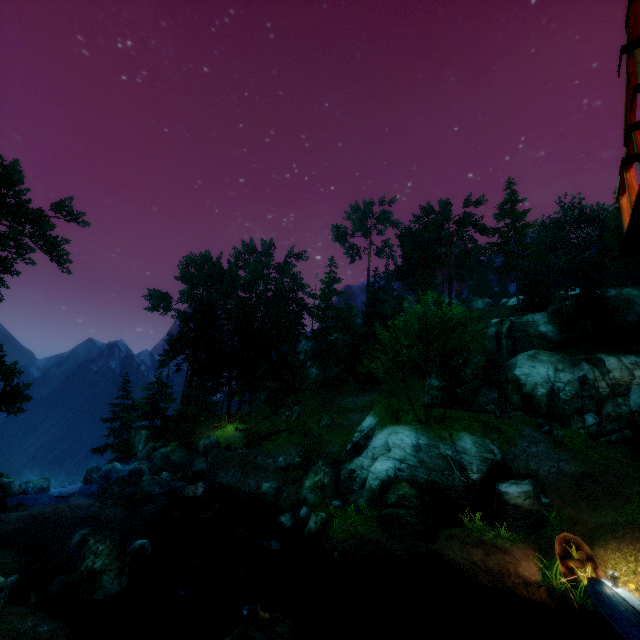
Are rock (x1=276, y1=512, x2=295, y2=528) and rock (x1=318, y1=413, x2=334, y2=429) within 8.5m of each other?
no

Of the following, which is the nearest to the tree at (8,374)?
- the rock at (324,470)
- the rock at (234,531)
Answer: the rock at (324,470)

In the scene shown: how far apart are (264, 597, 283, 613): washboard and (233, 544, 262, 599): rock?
4.6m

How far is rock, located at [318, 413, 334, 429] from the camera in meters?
34.2 m

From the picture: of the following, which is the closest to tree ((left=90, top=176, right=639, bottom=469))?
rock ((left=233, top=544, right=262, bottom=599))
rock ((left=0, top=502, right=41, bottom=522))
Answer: rock ((left=0, top=502, right=41, bottom=522))

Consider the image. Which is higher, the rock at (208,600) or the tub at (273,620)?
the tub at (273,620)

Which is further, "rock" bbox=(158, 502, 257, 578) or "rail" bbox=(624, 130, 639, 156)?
"rock" bbox=(158, 502, 257, 578)

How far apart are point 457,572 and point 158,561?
14.72m
